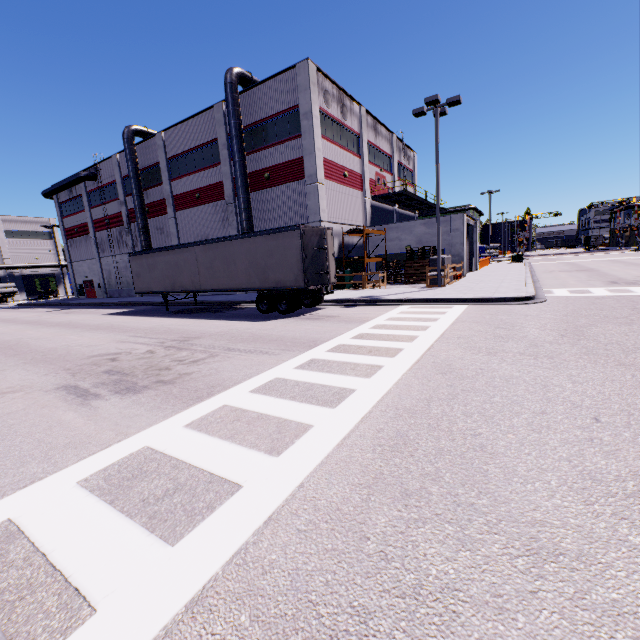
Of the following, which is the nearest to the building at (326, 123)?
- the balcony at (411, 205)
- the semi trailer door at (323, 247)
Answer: the balcony at (411, 205)

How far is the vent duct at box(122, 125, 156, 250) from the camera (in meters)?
29.44

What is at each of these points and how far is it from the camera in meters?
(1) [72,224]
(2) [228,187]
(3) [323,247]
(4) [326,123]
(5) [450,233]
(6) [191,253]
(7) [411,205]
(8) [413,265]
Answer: (1) building, 41.5
(2) building, 26.0
(3) semi trailer door, 14.5
(4) building, 23.1
(5) building, 25.5
(6) semi trailer, 18.5
(7) balcony, 37.1
(8) pallet, 25.0

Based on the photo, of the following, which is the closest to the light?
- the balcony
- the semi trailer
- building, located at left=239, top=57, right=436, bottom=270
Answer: the semi trailer

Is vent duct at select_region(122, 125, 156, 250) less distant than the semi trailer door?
No

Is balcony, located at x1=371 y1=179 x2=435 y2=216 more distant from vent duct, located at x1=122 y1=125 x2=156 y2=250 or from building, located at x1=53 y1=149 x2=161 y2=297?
vent duct, located at x1=122 y1=125 x2=156 y2=250

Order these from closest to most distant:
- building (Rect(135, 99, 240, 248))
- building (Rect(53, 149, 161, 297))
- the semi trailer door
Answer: the semi trailer door → building (Rect(135, 99, 240, 248)) → building (Rect(53, 149, 161, 297))

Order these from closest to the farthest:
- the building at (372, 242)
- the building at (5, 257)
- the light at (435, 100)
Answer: the light at (435, 100) → the building at (372, 242) → the building at (5, 257)
